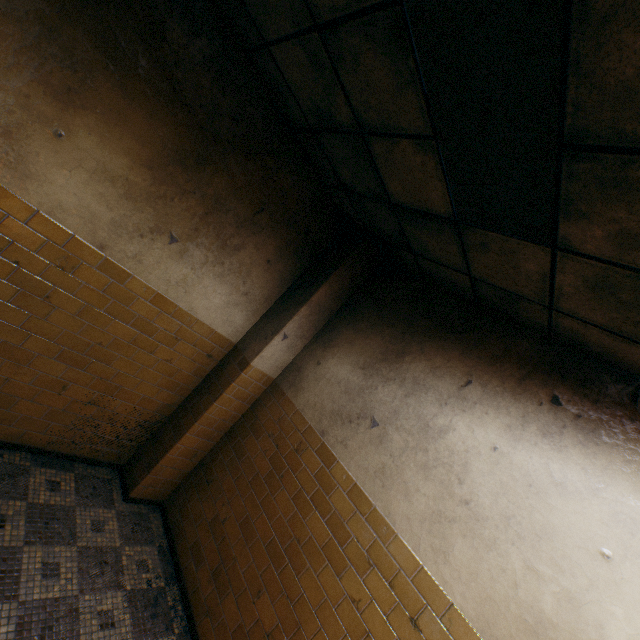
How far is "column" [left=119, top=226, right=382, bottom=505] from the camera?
3.57m

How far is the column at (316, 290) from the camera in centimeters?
357cm

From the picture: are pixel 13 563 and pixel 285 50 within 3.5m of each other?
no
